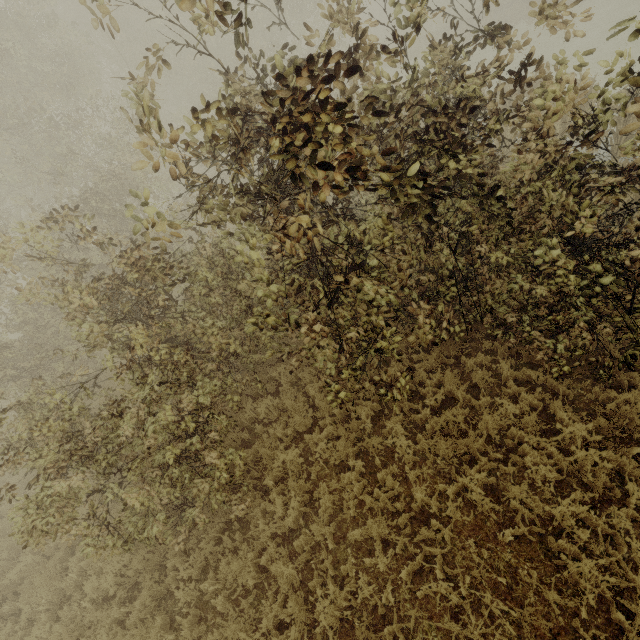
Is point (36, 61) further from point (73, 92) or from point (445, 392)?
point (445, 392)
